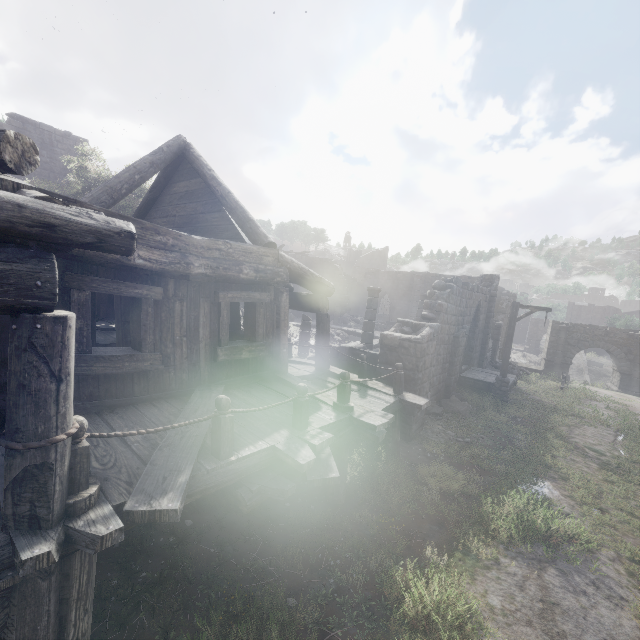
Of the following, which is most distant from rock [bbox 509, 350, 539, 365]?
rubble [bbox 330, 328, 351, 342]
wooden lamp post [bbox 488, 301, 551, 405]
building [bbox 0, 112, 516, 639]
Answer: rubble [bbox 330, 328, 351, 342]

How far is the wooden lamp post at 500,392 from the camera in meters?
14.2 m

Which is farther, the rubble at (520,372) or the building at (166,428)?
the rubble at (520,372)

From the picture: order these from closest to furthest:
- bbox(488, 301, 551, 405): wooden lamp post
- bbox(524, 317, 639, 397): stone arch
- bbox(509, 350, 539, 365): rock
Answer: bbox(488, 301, 551, 405): wooden lamp post
bbox(524, 317, 639, 397): stone arch
bbox(509, 350, 539, 365): rock

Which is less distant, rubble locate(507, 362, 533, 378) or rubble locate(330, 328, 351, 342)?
rubble locate(507, 362, 533, 378)

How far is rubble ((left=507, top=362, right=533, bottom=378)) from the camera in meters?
23.0 m

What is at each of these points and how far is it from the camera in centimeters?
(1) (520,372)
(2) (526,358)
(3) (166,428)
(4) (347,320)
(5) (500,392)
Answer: (1) rubble, 2416cm
(2) rock, 5350cm
(3) building, 360cm
(4) rubble, 3188cm
(5) wooden lamp post, 1495cm

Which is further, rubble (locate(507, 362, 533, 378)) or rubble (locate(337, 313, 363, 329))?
rubble (locate(337, 313, 363, 329))
